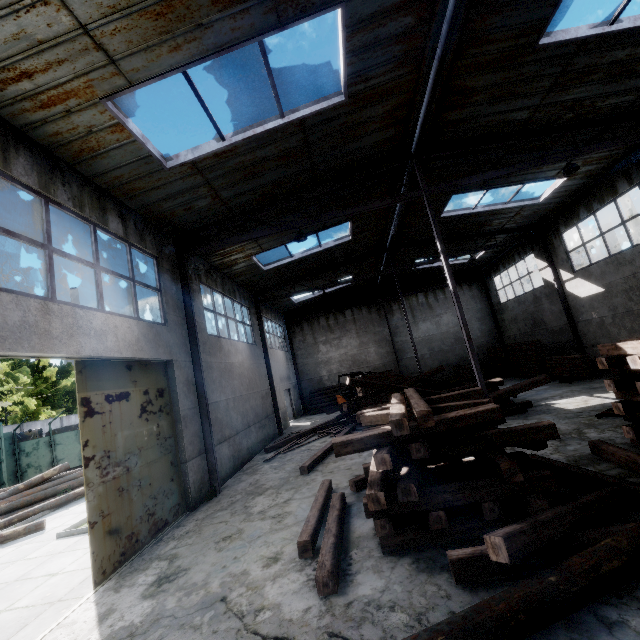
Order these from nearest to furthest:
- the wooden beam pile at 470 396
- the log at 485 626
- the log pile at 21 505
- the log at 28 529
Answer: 1. the log at 485 626
2. the wooden beam pile at 470 396
3. the log at 28 529
4. the log pile at 21 505

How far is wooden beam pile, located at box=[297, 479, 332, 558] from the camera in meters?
4.9 m

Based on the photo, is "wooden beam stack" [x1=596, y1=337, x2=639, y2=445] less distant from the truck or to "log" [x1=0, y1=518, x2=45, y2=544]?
"log" [x1=0, y1=518, x2=45, y2=544]

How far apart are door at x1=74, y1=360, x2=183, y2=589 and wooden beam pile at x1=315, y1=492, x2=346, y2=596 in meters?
3.9 m

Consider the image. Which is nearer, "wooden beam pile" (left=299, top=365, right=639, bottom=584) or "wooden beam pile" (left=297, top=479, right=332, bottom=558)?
"wooden beam pile" (left=299, top=365, right=639, bottom=584)

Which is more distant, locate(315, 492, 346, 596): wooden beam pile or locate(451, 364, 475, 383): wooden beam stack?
locate(451, 364, 475, 383): wooden beam stack

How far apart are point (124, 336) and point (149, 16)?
5.6m

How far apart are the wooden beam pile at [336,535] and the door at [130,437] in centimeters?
389cm
